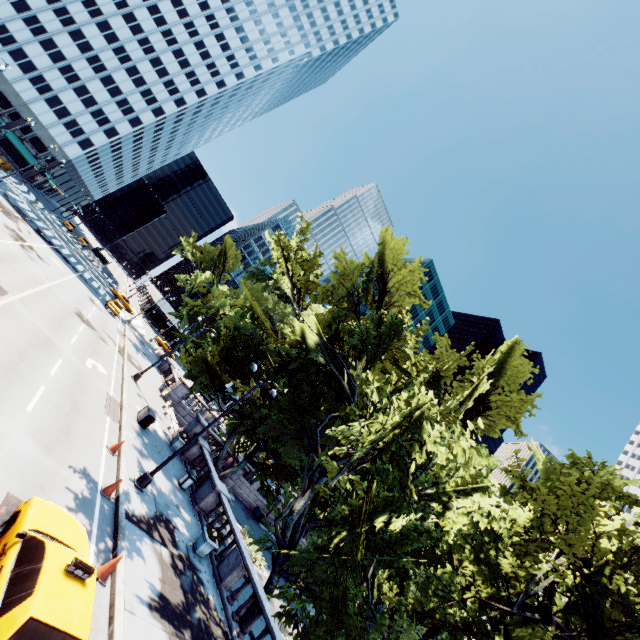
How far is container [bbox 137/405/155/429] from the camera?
20.0 meters

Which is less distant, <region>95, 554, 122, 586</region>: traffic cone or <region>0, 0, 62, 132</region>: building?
<region>95, 554, 122, 586</region>: traffic cone

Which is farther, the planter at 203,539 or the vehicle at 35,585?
the planter at 203,539

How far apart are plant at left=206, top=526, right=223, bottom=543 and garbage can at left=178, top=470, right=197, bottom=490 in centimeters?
435cm

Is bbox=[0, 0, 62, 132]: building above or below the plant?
above

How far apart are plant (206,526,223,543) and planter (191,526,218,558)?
0.0 meters

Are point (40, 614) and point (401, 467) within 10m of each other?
yes

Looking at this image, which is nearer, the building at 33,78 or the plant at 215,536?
the plant at 215,536
